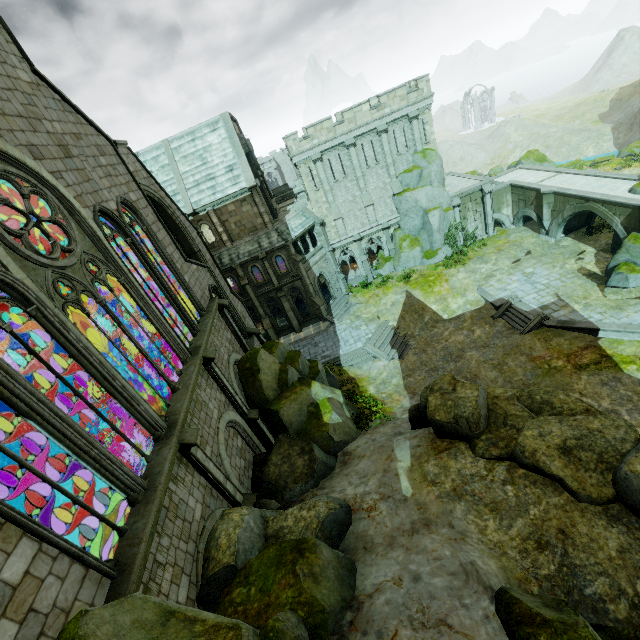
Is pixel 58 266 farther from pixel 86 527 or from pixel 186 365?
pixel 86 527

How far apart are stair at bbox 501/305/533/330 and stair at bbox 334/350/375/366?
10.8 meters

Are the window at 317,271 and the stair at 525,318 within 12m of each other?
no

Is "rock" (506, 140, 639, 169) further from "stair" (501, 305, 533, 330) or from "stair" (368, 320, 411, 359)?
"stair" (501, 305, 533, 330)

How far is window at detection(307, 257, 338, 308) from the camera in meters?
32.9

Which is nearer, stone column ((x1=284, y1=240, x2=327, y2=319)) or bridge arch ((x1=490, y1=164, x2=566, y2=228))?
stone column ((x1=284, y1=240, x2=327, y2=319))

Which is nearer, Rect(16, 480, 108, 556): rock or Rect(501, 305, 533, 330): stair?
Rect(16, 480, 108, 556): rock

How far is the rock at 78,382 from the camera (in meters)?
17.28
